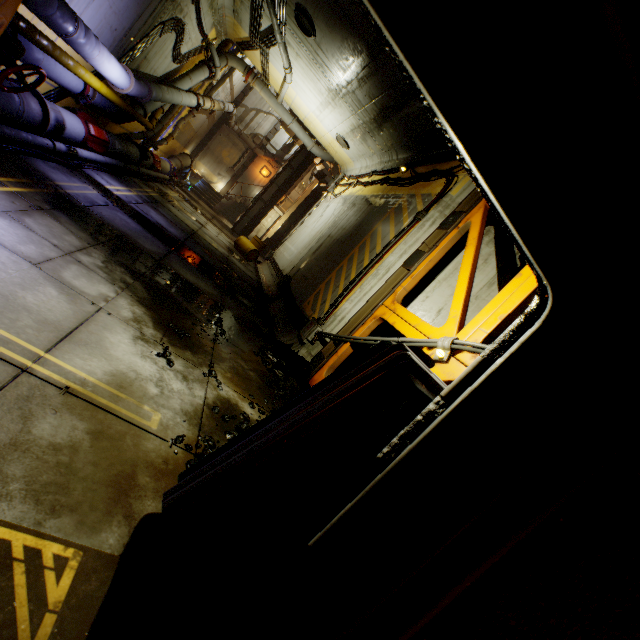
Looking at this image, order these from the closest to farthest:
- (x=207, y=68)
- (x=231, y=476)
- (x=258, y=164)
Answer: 1. (x=231, y=476)
2. (x=207, y=68)
3. (x=258, y=164)

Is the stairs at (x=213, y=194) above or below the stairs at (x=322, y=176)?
below

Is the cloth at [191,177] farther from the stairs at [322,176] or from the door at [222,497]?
the door at [222,497]

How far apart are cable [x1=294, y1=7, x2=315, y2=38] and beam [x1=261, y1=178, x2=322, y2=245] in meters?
16.4

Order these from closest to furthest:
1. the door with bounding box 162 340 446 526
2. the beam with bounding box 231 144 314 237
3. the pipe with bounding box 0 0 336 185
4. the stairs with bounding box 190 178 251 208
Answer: the door with bounding box 162 340 446 526 < the pipe with bounding box 0 0 336 185 < the beam with bounding box 231 144 314 237 < the stairs with bounding box 190 178 251 208

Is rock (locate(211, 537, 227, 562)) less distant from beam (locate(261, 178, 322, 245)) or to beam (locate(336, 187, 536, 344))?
beam (locate(336, 187, 536, 344))

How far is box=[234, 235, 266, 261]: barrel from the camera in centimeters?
1570cm

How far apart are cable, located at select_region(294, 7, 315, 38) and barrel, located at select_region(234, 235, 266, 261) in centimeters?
829cm
